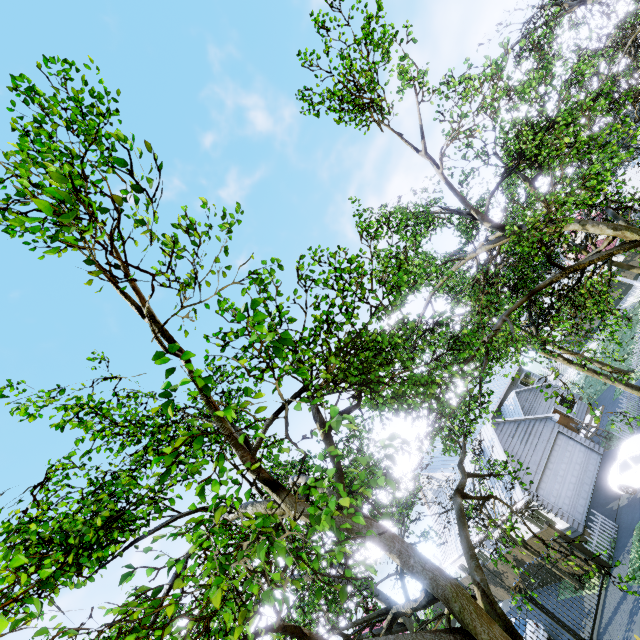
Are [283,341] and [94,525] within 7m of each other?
yes

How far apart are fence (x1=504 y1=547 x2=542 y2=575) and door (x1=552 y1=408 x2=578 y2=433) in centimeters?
1221cm

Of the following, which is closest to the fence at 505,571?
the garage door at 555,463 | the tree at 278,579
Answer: the tree at 278,579

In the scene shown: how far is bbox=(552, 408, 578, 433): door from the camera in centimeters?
2634cm

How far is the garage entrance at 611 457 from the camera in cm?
1648

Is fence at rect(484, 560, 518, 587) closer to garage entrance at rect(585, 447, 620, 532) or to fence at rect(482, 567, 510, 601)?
fence at rect(482, 567, 510, 601)

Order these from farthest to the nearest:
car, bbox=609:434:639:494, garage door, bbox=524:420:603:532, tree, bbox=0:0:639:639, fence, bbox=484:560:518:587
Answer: fence, bbox=484:560:518:587, garage door, bbox=524:420:603:532, car, bbox=609:434:639:494, tree, bbox=0:0:639:639

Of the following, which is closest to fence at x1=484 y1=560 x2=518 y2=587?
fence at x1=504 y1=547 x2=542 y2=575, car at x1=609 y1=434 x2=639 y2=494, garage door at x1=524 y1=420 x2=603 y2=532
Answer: fence at x1=504 y1=547 x2=542 y2=575
